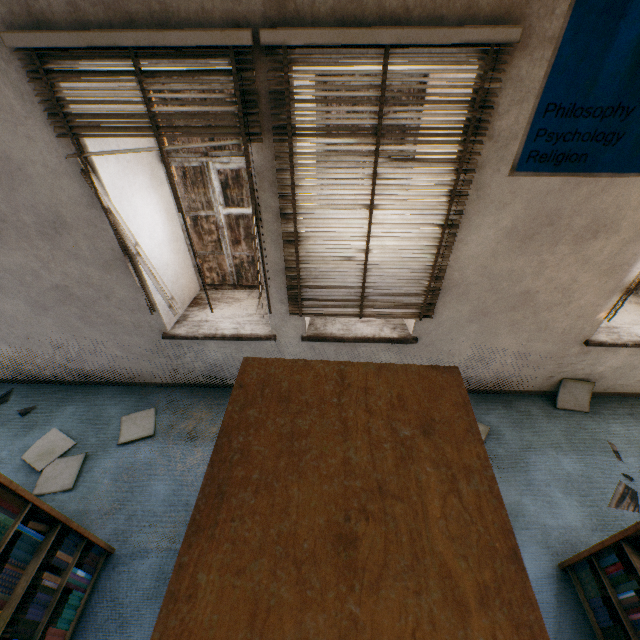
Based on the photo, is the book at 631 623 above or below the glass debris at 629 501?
above

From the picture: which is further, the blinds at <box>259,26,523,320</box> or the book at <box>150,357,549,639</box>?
the blinds at <box>259,26,523,320</box>

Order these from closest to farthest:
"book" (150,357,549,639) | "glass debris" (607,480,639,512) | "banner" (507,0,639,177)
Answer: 1. "book" (150,357,549,639)
2. "banner" (507,0,639,177)
3. "glass debris" (607,480,639,512)

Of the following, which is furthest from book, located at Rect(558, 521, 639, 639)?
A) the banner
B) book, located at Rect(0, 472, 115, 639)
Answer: book, located at Rect(0, 472, 115, 639)

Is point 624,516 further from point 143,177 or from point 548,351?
point 143,177

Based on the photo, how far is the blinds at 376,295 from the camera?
1.6 meters

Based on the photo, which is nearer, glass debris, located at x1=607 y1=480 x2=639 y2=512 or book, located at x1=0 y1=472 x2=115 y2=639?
book, located at x1=0 y1=472 x2=115 y2=639
